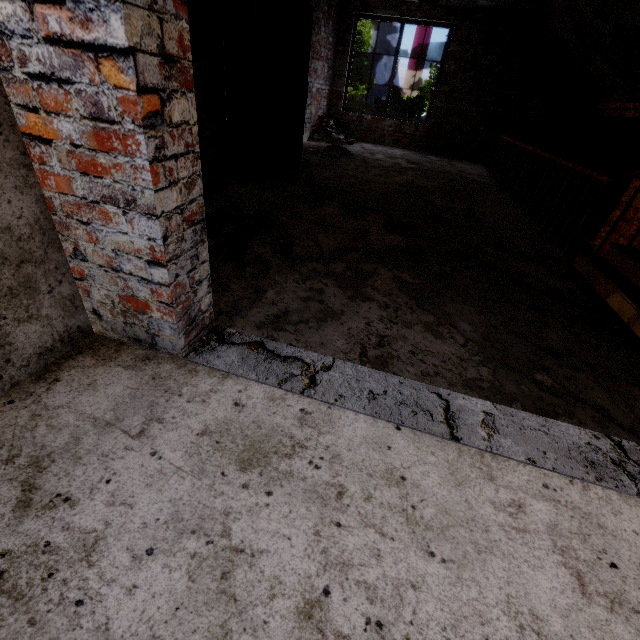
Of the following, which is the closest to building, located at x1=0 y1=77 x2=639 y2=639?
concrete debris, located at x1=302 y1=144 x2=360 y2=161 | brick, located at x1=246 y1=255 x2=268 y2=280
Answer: brick, located at x1=246 y1=255 x2=268 y2=280

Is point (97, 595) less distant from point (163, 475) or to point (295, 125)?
point (163, 475)

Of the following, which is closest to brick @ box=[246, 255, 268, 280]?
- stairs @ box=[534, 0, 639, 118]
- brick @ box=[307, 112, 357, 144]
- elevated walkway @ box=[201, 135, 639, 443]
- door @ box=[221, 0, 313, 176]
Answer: elevated walkway @ box=[201, 135, 639, 443]

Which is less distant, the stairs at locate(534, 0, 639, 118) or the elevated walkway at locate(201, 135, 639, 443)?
the elevated walkway at locate(201, 135, 639, 443)

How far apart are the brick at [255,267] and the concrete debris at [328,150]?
5.4m

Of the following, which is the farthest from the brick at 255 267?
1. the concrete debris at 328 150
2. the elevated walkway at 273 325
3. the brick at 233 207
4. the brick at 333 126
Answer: the brick at 333 126

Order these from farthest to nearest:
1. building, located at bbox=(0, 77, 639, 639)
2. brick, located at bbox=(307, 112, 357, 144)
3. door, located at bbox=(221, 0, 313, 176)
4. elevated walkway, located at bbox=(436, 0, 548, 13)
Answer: brick, located at bbox=(307, 112, 357, 144), elevated walkway, located at bbox=(436, 0, 548, 13), door, located at bbox=(221, 0, 313, 176), building, located at bbox=(0, 77, 639, 639)

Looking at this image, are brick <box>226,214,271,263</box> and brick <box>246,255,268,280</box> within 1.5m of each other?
yes
